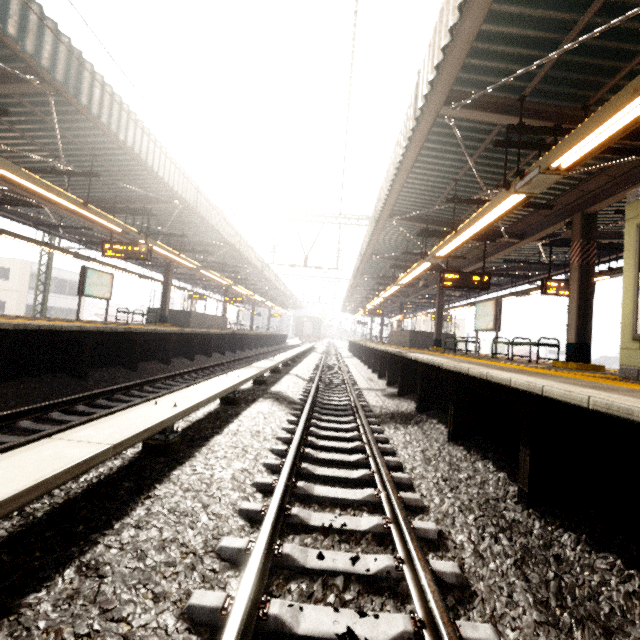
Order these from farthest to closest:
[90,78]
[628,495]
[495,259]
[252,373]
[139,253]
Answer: [495,259], [139,253], [252,373], [90,78], [628,495]

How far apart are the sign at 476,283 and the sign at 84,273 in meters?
12.6 m

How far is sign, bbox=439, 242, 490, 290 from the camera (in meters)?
10.09

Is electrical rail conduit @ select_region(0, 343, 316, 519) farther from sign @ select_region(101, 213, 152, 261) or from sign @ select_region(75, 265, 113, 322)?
sign @ select_region(75, 265, 113, 322)

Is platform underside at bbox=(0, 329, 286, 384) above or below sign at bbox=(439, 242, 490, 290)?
below

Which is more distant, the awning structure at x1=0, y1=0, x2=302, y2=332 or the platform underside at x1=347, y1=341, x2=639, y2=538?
the awning structure at x1=0, y1=0, x2=302, y2=332

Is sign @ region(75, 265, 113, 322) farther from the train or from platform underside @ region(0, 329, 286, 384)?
the train

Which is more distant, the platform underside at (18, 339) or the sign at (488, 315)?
the sign at (488, 315)
